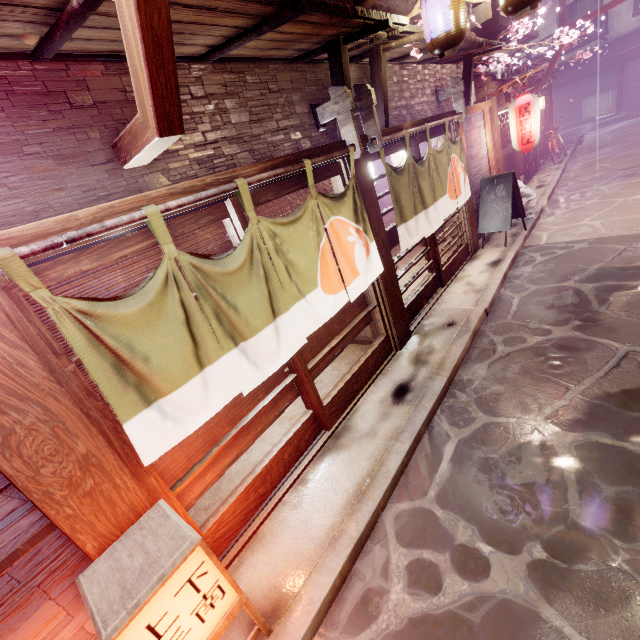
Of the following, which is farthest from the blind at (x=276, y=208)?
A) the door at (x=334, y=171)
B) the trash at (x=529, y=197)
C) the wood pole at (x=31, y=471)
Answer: the trash at (x=529, y=197)

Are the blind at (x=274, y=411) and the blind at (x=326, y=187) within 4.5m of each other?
yes

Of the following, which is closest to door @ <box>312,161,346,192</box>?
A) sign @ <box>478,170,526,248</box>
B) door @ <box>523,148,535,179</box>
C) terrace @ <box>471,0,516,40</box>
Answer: sign @ <box>478,170,526,248</box>

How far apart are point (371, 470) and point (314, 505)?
1.17m

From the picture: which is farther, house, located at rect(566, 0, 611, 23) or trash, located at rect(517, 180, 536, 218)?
house, located at rect(566, 0, 611, 23)

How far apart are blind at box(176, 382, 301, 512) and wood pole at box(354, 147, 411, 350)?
3.3 meters

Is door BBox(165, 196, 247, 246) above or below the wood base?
below

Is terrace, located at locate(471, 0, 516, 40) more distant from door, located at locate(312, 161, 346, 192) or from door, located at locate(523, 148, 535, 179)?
door, located at locate(312, 161, 346, 192)
